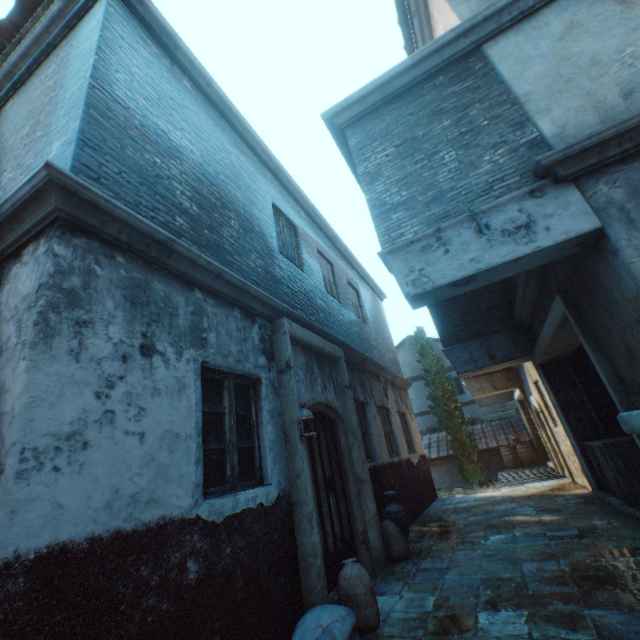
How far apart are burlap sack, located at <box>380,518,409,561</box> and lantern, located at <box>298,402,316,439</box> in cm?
138

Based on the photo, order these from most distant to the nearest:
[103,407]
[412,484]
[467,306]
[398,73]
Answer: [412,484], [467,306], [398,73], [103,407]

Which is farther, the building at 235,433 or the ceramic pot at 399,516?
the ceramic pot at 399,516

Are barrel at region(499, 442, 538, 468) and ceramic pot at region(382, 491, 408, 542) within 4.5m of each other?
no

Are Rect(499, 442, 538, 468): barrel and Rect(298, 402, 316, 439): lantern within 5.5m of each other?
no

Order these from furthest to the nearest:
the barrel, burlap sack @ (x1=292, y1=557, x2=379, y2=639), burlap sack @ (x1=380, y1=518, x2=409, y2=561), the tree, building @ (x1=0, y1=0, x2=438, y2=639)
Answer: the tree < the barrel < burlap sack @ (x1=380, y1=518, x2=409, y2=561) < burlap sack @ (x1=292, y1=557, x2=379, y2=639) < building @ (x1=0, y1=0, x2=438, y2=639)

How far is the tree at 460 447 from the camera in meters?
15.9 m

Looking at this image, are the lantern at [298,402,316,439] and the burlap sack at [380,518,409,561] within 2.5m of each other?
yes
